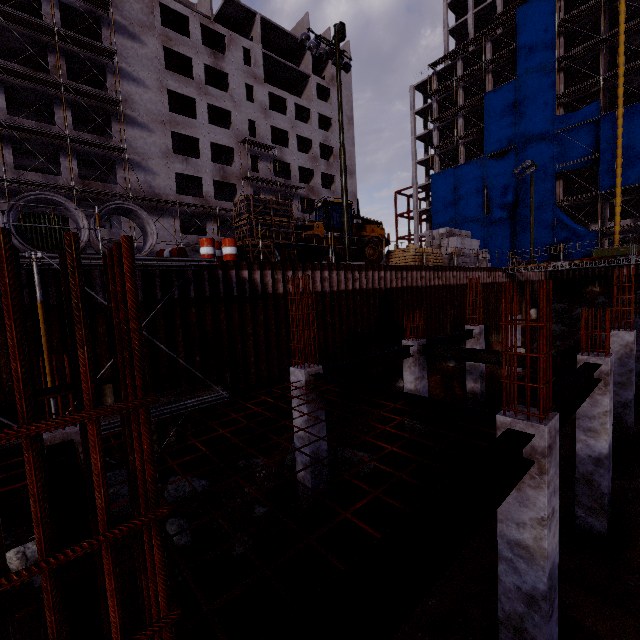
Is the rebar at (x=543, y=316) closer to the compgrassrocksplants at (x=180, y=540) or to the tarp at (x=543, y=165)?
the compgrassrocksplants at (x=180, y=540)

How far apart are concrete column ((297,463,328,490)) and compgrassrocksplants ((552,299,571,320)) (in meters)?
32.16

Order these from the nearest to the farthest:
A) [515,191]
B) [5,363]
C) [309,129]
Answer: [5,363] → [515,191] → [309,129]

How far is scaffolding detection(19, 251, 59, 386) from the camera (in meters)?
6.65

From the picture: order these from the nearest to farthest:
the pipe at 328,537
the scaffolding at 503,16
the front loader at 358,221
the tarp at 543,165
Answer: the pipe at 328,537
the front loader at 358,221
the tarp at 543,165
the scaffolding at 503,16

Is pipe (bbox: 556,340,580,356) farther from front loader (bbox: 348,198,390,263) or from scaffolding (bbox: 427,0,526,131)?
scaffolding (bbox: 427,0,526,131)

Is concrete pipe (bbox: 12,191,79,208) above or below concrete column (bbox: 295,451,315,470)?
above

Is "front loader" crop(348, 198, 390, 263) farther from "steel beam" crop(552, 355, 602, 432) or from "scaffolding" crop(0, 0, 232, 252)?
"scaffolding" crop(0, 0, 232, 252)
